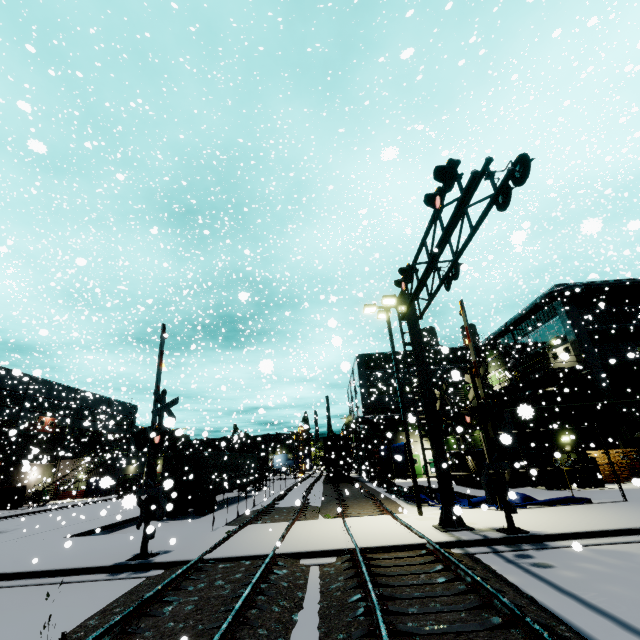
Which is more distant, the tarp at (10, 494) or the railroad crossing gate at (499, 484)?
the tarp at (10, 494)

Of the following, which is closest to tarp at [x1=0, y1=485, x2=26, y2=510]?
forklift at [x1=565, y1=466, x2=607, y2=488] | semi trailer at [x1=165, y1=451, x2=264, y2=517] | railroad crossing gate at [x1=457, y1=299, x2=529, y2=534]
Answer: semi trailer at [x1=165, y1=451, x2=264, y2=517]

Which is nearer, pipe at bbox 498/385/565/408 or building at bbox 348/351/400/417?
pipe at bbox 498/385/565/408

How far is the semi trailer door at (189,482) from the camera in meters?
20.8

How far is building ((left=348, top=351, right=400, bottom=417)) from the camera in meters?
39.3 m

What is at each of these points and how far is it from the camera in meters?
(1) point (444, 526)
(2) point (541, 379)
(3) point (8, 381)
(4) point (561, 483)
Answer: (1) railroad crossing overhang, 10.6
(2) balcony, 27.8
(3) building, 38.4
(4) forklift, 19.1

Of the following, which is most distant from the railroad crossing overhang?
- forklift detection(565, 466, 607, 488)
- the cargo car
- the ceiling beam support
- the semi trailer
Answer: the cargo car

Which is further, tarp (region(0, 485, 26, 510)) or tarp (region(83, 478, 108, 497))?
tarp (region(0, 485, 26, 510))
